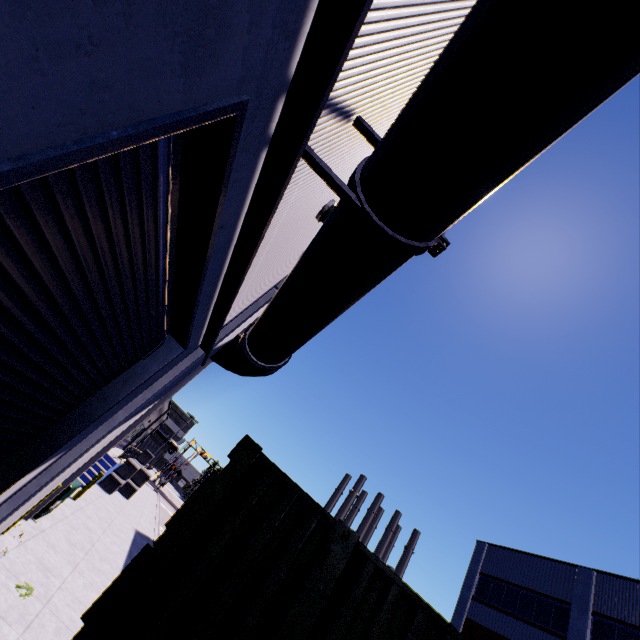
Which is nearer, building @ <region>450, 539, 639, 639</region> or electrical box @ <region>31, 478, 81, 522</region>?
electrical box @ <region>31, 478, 81, 522</region>

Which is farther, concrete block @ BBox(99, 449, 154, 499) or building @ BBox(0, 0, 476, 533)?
concrete block @ BBox(99, 449, 154, 499)

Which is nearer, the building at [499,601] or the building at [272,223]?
the building at [272,223]

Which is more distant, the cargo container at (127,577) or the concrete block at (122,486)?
the concrete block at (122,486)

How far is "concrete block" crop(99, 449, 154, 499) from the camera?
18.53m

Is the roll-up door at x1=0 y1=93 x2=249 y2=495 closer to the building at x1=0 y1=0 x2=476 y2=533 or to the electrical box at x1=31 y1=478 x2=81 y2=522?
the building at x1=0 y1=0 x2=476 y2=533

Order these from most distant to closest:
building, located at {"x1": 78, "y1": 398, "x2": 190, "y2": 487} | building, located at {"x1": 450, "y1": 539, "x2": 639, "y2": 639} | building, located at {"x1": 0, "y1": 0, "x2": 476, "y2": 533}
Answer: building, located at {"x1": 450, "y1": 539, "x2": 639, "y2": 639}, building, located at {"x1": 78, "y1": 398, "x2": 190, "y2": 487}, building, located at {"x1": 0, "y1": 0, "x2": 476, "y2": 533}

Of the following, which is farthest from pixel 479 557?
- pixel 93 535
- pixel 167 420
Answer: pixel 167 420
